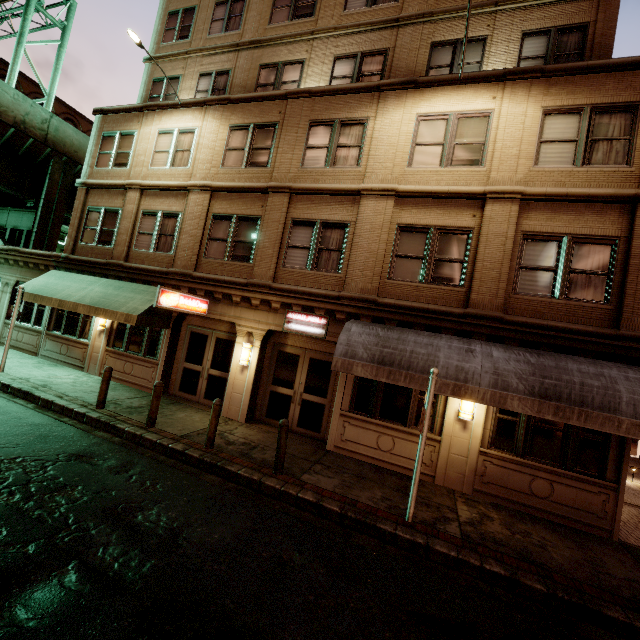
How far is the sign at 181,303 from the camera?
9.6m

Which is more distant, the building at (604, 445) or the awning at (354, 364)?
the building at (604, 445)

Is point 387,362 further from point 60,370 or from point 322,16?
point 322,16

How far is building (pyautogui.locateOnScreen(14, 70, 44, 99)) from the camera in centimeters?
3638cm

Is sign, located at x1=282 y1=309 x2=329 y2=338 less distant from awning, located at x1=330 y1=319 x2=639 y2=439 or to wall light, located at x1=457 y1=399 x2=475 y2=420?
awning, located at x1=330 y1=319 x2=639 y2=439

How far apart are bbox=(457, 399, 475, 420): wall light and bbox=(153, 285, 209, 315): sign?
8.7 meters

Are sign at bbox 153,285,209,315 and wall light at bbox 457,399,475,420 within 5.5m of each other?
no

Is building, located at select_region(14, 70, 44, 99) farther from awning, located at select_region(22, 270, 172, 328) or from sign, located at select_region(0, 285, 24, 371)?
sign, located at select_region(0, 285, 24, 371)
